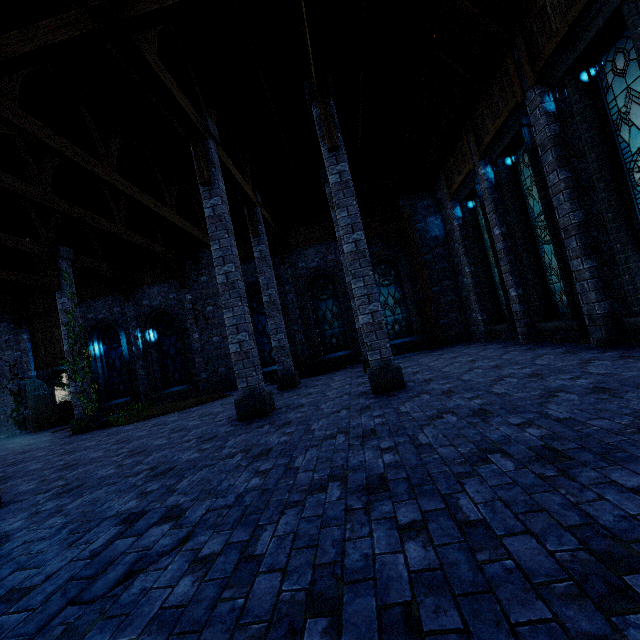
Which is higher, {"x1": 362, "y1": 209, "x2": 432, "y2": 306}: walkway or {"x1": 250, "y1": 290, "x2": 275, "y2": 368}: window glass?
{"x1": 362, "y1": 209, "x2": 432, "y2": 306}: walkway

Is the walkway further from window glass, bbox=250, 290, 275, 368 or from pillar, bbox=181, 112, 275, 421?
pillar, bbox=181, 112, 275, 421

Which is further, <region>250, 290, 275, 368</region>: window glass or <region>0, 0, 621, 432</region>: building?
<region>250, 290, 275, 368</region>: window glass

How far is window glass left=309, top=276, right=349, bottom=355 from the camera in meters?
15.2

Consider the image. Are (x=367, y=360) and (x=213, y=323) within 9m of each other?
yes

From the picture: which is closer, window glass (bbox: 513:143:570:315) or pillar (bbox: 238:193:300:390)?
window glass (bbox: 513:143:570:315)

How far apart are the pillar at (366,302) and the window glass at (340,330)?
7.45m

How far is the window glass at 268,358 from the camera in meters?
15.5 m
